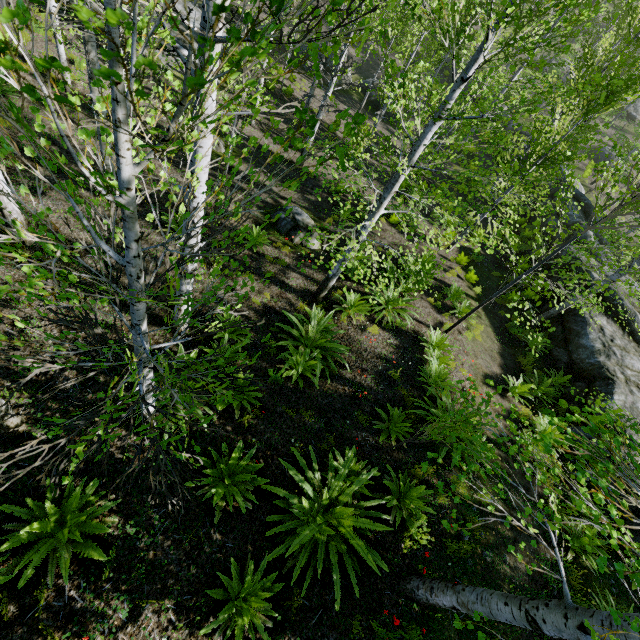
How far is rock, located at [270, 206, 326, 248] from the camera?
10.45m

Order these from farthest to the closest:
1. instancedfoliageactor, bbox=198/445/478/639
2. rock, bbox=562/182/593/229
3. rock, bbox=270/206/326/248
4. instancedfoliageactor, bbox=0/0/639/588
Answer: rock, bbox=562/182/593/229, rock, bbox=270/206/326/248, instancedfoliageactor, bbox=198/445/478/639, instancedfoliageactor, bbox=0/0/639/588

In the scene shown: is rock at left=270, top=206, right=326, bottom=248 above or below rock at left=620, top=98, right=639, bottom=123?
below

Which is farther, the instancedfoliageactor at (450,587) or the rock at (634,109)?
the rock at (634,109)

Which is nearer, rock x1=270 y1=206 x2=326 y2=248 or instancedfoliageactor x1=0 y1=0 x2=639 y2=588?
instancedfoliageactor x1=0 y1=0 x2=639 y2=588

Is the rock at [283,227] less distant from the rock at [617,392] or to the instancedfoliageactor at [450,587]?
the instancedfoliageactor at [450,587]

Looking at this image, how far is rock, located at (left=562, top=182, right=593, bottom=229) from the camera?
16.6m

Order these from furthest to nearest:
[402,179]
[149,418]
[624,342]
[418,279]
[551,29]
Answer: [551,29] < [624,342] < [418,279] < [402,179] < [149,418]
